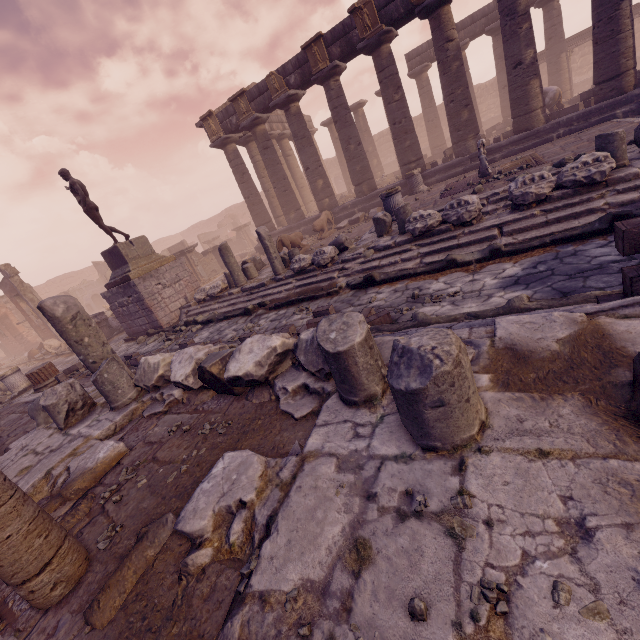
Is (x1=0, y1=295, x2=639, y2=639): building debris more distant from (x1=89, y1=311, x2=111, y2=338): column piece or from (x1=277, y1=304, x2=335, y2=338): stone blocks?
(x1=89, y1=311, x2=111, y2=338): column piece

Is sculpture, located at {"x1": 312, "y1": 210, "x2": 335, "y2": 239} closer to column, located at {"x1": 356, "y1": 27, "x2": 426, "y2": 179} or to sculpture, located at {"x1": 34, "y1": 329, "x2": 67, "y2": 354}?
column, located at {"x1": 356, "y1": 27, "x2": 426, "y2": 179}

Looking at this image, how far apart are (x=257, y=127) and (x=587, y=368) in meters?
18.0 m

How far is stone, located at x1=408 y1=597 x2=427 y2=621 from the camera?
1.3m

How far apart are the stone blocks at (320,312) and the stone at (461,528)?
3.4 meters

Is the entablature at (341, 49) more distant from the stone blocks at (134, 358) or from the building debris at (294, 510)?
the building debris at (294, 510)

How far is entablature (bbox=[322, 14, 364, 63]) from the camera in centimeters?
1258cm

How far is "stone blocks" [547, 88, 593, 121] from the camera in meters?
12.0
